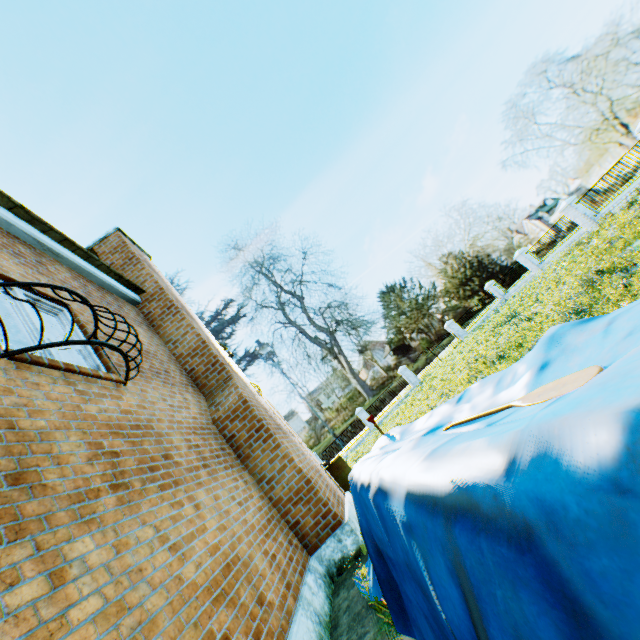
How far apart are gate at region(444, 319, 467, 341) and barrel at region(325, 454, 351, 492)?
19.0 meters

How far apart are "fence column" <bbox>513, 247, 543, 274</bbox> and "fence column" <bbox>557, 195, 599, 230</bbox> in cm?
477

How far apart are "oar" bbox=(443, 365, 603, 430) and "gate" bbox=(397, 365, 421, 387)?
24.5 meters

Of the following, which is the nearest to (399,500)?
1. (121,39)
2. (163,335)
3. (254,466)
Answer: (254,466)

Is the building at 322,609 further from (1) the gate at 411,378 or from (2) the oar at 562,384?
(1) the gate at 411,378

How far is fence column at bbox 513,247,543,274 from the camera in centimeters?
2394cm

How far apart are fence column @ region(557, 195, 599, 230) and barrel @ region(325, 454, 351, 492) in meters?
19.4

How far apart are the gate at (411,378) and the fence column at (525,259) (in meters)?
11.91
